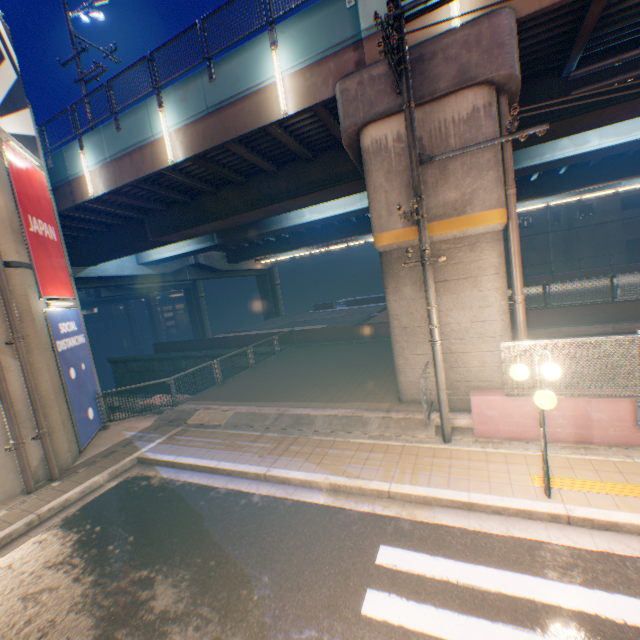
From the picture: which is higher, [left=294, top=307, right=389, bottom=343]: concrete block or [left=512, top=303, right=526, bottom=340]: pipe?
[left=512, top=303, right=526, bottom=340]: pipe

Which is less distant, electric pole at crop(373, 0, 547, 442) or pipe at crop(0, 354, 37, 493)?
electric pole at crop(373, 0, 547, 442)

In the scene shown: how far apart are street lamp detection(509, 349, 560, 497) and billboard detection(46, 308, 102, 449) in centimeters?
1150cm

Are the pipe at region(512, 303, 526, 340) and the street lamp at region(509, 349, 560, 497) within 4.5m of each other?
yes

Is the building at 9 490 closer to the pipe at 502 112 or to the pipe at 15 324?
the pipe at 15 324

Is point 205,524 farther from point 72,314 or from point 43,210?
point 43,210

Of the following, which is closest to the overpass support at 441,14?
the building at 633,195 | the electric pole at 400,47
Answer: the electric pole at 400,47

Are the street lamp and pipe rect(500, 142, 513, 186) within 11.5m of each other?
yes
